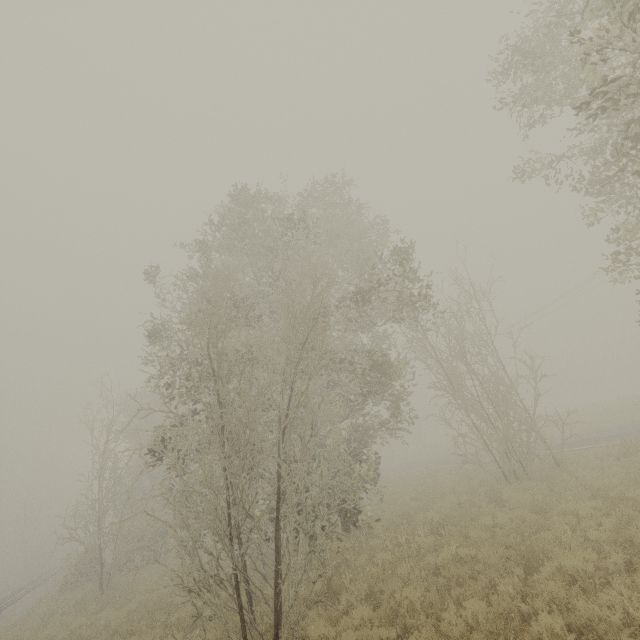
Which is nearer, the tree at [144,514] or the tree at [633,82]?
the tree at [633,82]

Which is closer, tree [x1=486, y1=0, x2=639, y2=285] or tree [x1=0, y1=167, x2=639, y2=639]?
tree [x1=486, y1=0, x2=639, y2=285]

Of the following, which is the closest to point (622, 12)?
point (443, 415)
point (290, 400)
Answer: point (290, 400)
